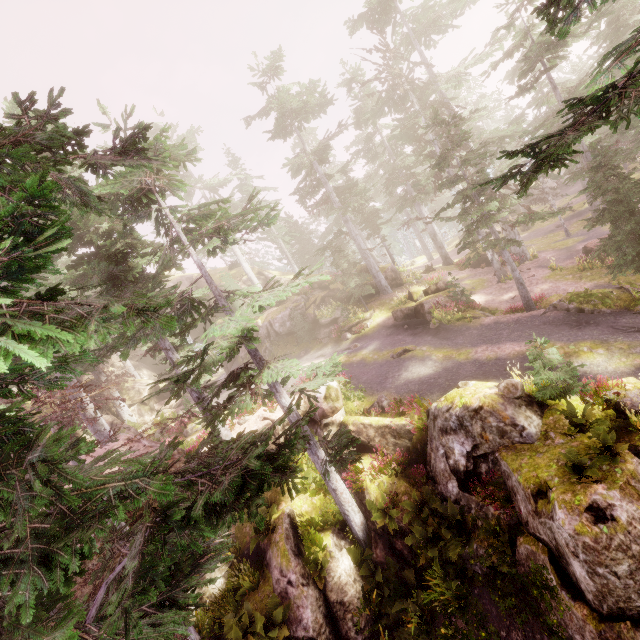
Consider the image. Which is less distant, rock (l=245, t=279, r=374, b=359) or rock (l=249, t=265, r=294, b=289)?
rock (l=245, t=279, r=374, b=359)

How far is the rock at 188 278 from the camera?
40.22m

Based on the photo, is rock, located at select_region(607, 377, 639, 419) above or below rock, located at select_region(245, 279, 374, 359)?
below

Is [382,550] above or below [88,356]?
below

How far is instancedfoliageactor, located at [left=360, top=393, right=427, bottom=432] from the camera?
13.6 meters

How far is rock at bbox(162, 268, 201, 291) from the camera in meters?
40.2

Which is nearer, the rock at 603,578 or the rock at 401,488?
the rock at 603,578
